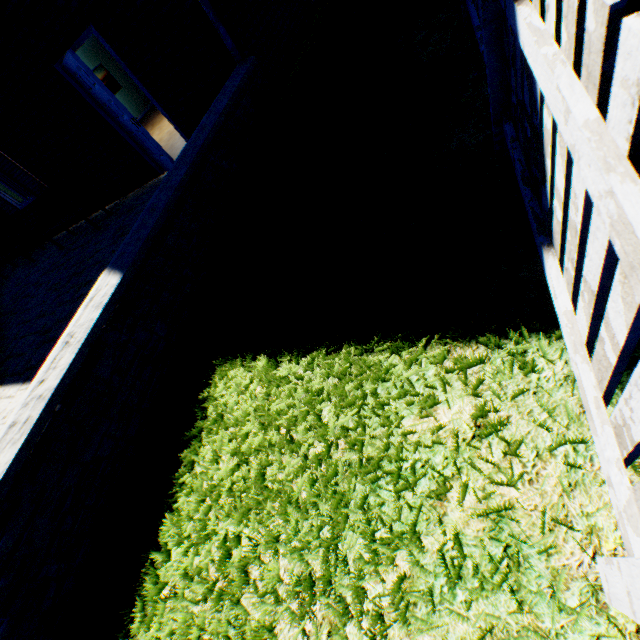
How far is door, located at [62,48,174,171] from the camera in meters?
5.1

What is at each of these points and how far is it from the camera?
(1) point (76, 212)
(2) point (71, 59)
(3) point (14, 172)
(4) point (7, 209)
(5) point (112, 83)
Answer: (1) bench, 6.91m
(2) door, 4.99m
(3) shutter, 7.70m
(4) shutter, 8.86m
(5) picture frame, 13.71m

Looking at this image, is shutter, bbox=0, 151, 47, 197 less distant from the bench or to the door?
the bench

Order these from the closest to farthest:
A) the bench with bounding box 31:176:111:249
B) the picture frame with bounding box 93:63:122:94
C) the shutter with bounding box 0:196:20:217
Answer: the bench with bounding box 31:176:111:249
the shutter with bounding box 0:196:20:217
the picture frame with bounding box 93:63:122:94

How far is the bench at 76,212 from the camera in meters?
7.0 m

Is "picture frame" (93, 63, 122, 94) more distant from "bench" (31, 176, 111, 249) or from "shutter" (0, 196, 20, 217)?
"bench" (31, 176, 111, 249)

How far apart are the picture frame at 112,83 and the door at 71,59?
10.0 meters

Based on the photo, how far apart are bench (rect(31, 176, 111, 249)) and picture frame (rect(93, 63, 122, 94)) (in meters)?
8.56
